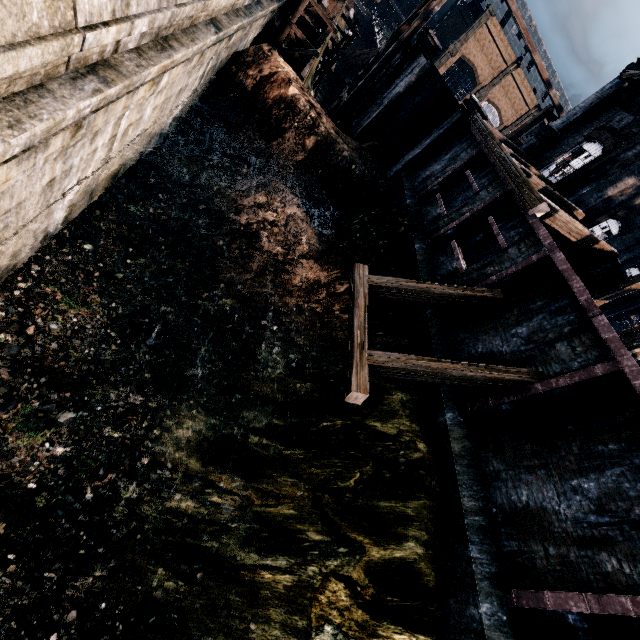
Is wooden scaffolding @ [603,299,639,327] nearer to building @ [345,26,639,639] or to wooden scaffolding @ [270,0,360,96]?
building @ [345,26,639,639]

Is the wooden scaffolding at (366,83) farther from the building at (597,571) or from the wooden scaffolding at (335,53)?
the wooden scaffolding at (335,53)

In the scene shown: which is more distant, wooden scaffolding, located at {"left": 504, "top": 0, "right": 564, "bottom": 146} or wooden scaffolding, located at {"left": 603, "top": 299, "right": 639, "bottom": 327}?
wooden scaffolding, located at {"left": 603, "top": 299, "right": 639, "bottom": 327}

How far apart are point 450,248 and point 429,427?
8.3 meters

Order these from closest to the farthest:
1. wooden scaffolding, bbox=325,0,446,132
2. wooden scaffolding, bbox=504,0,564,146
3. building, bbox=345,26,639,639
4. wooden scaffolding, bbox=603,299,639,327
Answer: building, bbox=345,26,639,639 → wooden scaffolding, bbox=325,0,446,132 → wooden scaffolding, bbox=504,0,564,146 → wooden scaffolding, bbox=603,299,639,327

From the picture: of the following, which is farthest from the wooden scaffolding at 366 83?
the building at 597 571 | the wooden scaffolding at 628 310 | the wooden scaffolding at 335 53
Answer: the wooden scaffolding at 335 53

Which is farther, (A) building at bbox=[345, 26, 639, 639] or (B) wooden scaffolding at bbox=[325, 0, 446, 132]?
(B) wooden scaffolding at bbox=[325, 0, 446, 132]

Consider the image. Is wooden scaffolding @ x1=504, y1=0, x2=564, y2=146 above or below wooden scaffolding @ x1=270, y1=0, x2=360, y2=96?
above
